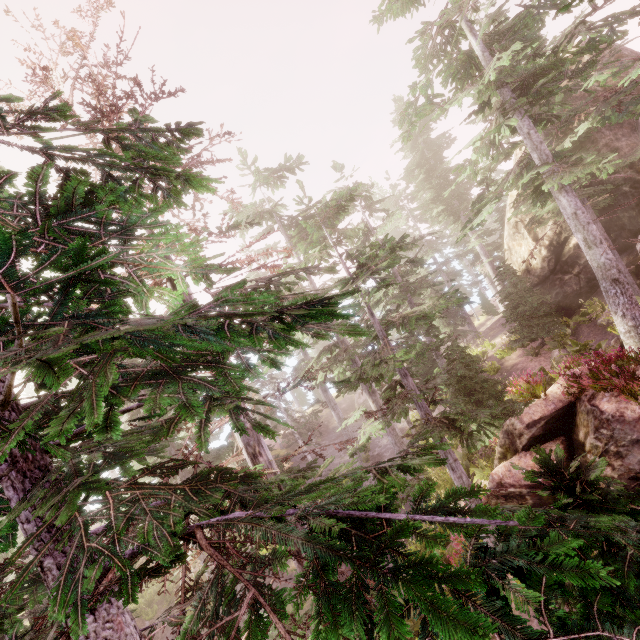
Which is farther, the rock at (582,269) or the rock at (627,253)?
the rock at (582,269)

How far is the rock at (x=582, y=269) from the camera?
18.9m

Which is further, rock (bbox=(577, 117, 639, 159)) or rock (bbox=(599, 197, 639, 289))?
rock (bbox=(599, 197, 639, 289))

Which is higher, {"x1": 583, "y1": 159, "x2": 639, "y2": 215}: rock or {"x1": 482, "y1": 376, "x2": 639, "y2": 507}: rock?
{"x1": 583, "y1": 159, "x2": 639, "y2": 215}: rock

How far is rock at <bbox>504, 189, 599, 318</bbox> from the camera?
18.9m

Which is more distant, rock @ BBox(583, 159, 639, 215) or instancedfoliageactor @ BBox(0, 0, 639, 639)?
rock @ BBox(583, 159, 639, 215)

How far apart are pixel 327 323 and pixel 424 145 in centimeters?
1878cm
